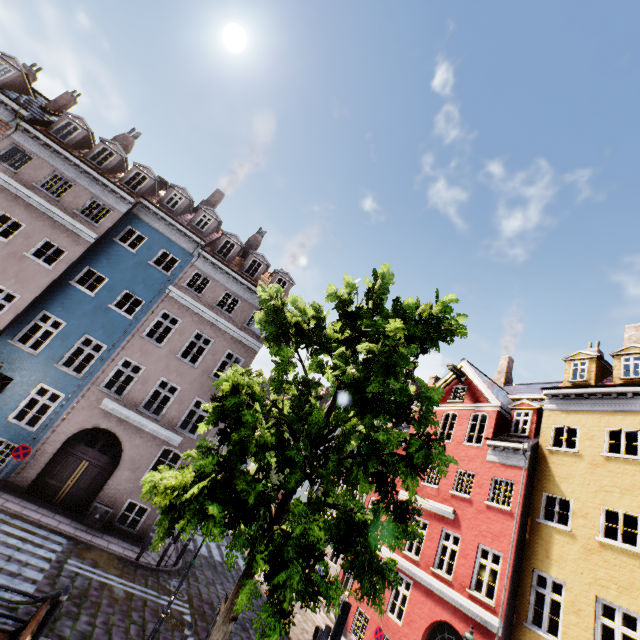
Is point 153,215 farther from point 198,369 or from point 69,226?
point 198,369

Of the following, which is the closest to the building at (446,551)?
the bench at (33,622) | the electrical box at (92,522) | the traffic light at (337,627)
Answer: the electrical box at (92,522)

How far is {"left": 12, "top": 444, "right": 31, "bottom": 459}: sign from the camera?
11.9 meters

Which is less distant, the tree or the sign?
the tree

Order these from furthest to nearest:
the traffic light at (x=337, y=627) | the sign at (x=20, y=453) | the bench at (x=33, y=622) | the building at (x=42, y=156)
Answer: the building at (x=42, y=156) → the sign at (x=20, y=453) → the traffic light at (x=337, y=627) → the bench at (x=33, y=622)

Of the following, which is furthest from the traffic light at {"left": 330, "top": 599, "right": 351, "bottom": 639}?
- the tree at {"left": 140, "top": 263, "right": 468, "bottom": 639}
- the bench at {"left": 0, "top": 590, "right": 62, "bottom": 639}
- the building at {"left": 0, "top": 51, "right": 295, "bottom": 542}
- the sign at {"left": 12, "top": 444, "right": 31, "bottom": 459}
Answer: the sign at {"left": 12, "top": 444, "right": 31, "bottom": 459}

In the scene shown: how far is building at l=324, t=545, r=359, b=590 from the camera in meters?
18.2

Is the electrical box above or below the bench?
below
